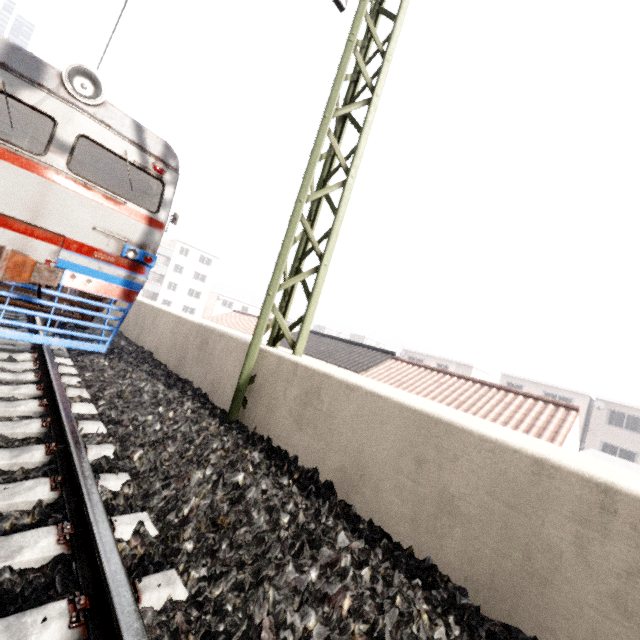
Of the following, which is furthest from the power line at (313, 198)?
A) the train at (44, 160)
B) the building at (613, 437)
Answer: the building at (613, 437)

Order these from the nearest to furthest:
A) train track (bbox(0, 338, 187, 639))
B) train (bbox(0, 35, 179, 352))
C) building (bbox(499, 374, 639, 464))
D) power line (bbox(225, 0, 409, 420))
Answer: train track (bbox(0, 338, 187, 639)) < power line (bbox(225, 0, 409, 420)) < train (bbox(0, 35, 179, 352)) < building (bbox(499, 374, 639, 464))

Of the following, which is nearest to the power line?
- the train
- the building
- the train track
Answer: the train track

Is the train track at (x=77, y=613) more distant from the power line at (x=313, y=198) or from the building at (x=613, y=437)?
the building at (x=613, y=437)

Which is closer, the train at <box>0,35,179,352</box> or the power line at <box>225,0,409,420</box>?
the power line at <box>225,0,409,420</box>

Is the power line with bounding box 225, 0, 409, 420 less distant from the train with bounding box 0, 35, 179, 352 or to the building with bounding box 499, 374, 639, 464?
the train with bounding box 0, 35, 179, 352

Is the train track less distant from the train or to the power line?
the train

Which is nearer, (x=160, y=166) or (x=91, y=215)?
(x=91, y=215)
